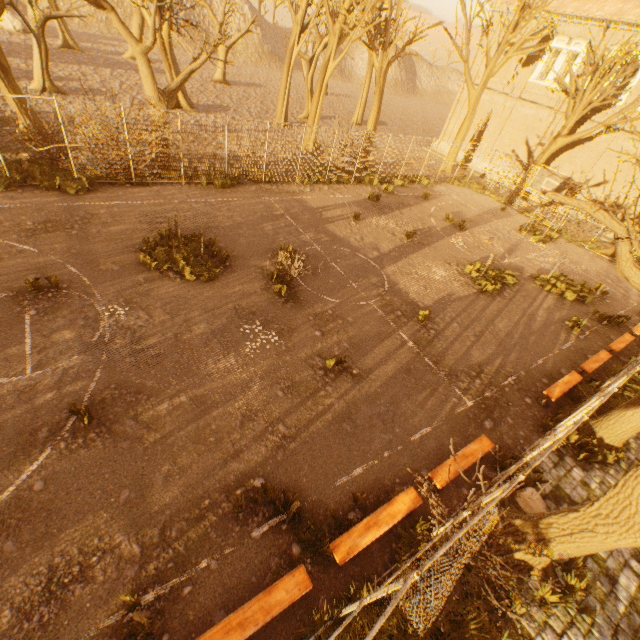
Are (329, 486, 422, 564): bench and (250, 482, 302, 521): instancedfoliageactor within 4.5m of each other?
yes

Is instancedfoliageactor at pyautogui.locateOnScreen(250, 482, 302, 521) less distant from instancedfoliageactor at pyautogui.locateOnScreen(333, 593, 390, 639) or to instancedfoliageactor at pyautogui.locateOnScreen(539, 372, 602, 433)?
instancedfoliageactor at pyautogui.locateOnScreen(333, 593, 390, 639)

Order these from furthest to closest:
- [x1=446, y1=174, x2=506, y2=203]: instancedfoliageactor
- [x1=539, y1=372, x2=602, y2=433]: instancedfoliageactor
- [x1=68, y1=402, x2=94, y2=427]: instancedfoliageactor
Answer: [x1=446, y1=174, x2=506, y2=203]: instancedfoliageactor, [x1=539, y1=372, x2=602, y2=433]: instancedfoliageactor, [x1=68, y1=402, x2=94, y2=427]: instancedfoliageactor

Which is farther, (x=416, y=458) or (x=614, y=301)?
(x=614, y=301)

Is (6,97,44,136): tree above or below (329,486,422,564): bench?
above

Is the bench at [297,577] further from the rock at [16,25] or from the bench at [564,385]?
the rock at [16,25]

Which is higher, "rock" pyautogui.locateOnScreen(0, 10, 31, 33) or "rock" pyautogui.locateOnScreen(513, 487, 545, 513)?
"rock" pyautogui.locateOnScreen(0, 10, 31, 33)

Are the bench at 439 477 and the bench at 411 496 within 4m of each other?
yes
